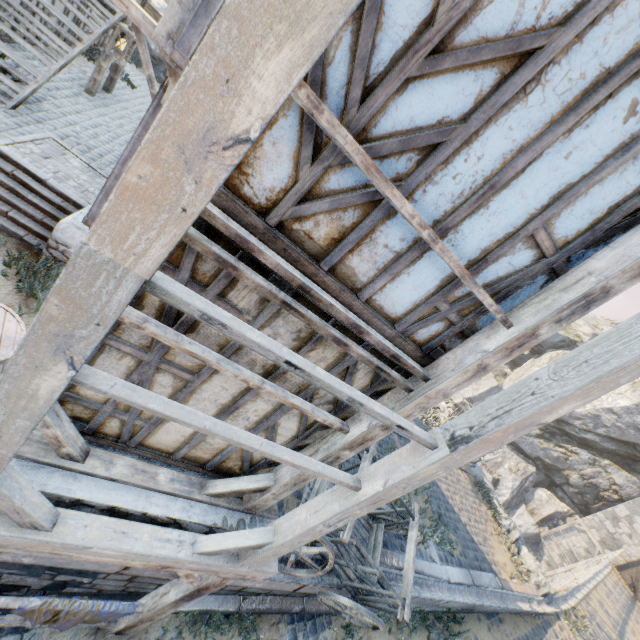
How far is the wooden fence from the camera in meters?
11.2 m

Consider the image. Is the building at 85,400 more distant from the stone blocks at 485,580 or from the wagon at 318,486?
the stone blocks at 485,580

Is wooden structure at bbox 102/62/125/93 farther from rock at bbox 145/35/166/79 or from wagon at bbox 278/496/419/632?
wagon at bbox 278/496/419/632

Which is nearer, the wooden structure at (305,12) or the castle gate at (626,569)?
the wooden structure at (305,12)

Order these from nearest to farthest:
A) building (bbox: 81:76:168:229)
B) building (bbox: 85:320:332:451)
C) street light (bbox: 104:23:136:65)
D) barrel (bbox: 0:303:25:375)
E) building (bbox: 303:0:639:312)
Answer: building (bbox: 303:0:639:312), building (bbox: 85:320:332:451), barrel (bbox: 0:303:25:375), building (bbox: 81:76:168:229), street light (bbox: 104:23:136:65)

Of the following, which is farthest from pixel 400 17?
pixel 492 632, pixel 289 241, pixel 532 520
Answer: pixel 532 520

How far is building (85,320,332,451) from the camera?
2.7 meters

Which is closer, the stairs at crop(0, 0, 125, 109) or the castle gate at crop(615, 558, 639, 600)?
the stairs at crop(0, 0, 125, 109)
